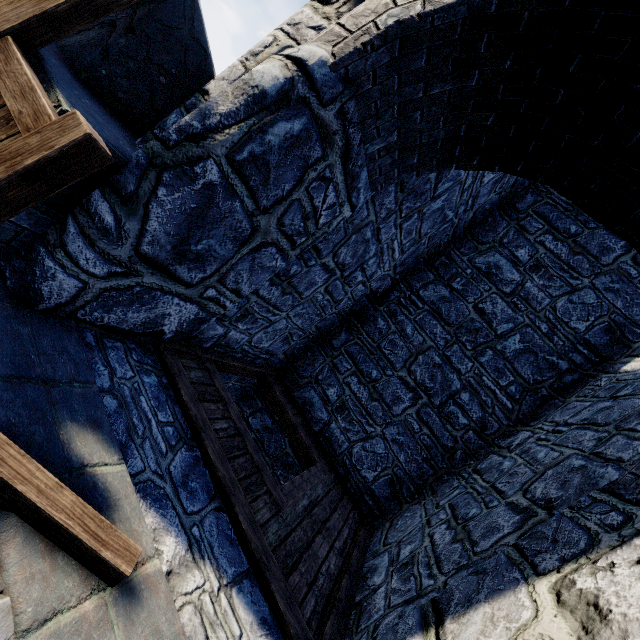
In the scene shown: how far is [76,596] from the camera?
1.3 meters
